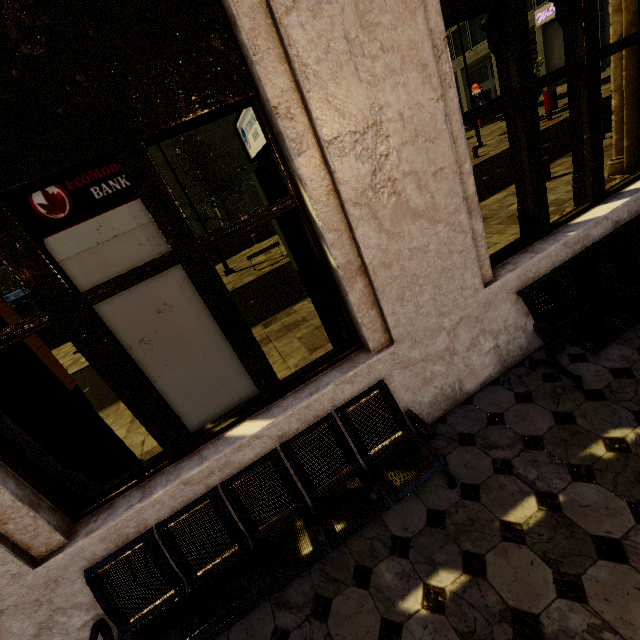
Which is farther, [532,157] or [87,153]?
[532,157]

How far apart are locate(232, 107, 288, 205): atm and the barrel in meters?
22.8 m

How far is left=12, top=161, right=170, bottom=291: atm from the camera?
2.3 meters

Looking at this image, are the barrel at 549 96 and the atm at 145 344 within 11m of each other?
no

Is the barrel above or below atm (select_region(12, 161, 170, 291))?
below

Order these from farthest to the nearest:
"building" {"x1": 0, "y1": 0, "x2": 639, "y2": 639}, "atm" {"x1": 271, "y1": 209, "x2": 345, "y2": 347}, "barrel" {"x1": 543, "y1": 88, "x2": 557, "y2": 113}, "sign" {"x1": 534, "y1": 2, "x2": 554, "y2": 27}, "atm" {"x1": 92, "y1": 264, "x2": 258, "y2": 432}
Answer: "sign" {"x1": 534, "y1": 2, "x2": 554, "y2": 27} < "barrel" {"x1": 543, "y1": 88, "x2": 557, "y2": 113} < "atm" {"x1": 271, "y1": 209, "x2": 345, "y2": 347} < "atm" {"x1": 92, "y1": 264, "x2": 258, "y2": 432} < "building" {"x1": 0, "y1": 0, "x2": 639, "y2": 639}

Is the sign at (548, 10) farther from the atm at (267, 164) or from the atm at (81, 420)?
the atm at (81, 420)

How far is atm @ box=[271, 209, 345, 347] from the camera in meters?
3.2
